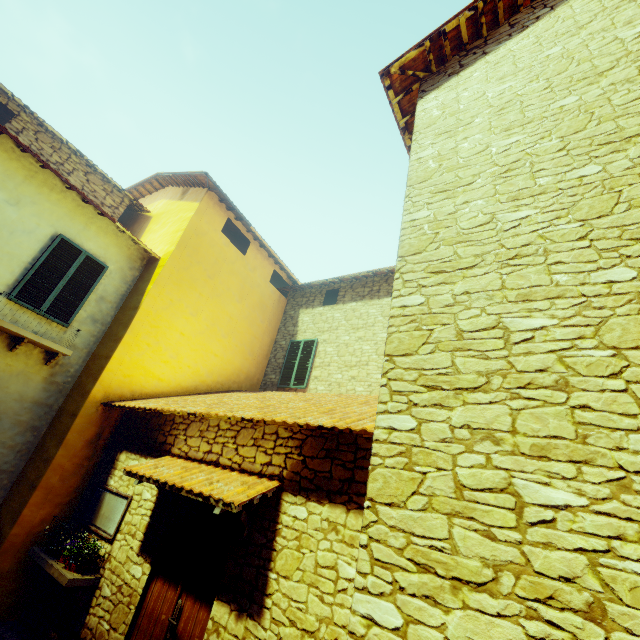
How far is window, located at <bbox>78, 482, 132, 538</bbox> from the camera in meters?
5.3 m

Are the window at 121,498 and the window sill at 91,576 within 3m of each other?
yes

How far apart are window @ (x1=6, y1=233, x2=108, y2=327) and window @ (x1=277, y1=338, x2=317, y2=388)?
5.51m

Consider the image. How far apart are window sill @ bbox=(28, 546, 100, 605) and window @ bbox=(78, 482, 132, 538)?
0.4 meters

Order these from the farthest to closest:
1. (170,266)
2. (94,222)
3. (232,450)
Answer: (170,266) → (94,222) → (232,450)

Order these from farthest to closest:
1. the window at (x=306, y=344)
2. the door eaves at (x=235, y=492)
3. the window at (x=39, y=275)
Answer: the window at (x=306, y=344) < the window at (x=39, y=275) < the door eaves at (x=235, y=492)

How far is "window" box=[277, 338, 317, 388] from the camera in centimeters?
978cm

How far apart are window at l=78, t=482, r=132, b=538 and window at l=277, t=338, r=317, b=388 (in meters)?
5.01
